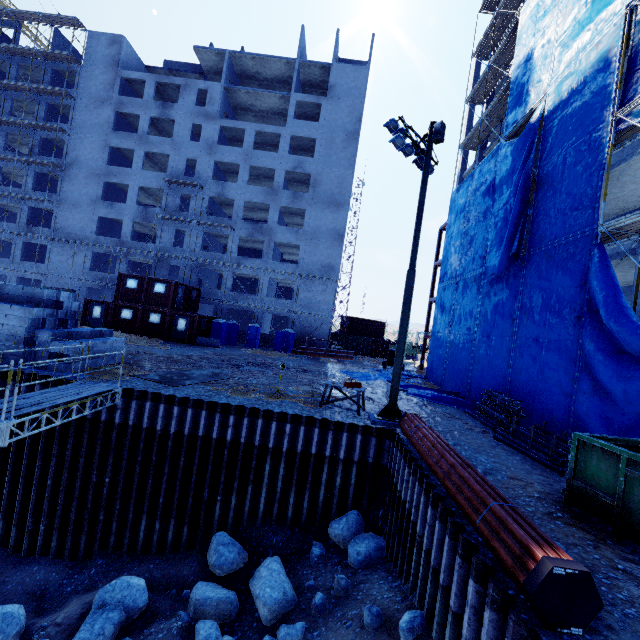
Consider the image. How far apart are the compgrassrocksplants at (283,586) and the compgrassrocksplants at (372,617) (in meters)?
2.27

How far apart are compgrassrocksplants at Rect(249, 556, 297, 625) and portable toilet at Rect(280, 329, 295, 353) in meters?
22.6 m

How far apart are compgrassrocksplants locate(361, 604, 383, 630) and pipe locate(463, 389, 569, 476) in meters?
6.6

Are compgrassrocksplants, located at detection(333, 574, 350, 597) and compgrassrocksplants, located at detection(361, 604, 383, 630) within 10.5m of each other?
yes

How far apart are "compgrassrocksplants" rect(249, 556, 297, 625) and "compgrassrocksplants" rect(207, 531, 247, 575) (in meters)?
0.40

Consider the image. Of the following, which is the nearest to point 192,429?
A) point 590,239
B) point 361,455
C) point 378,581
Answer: point 361,455

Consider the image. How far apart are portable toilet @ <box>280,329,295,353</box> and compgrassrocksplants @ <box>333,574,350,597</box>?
23.60m

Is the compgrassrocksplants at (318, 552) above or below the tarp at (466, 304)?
below
